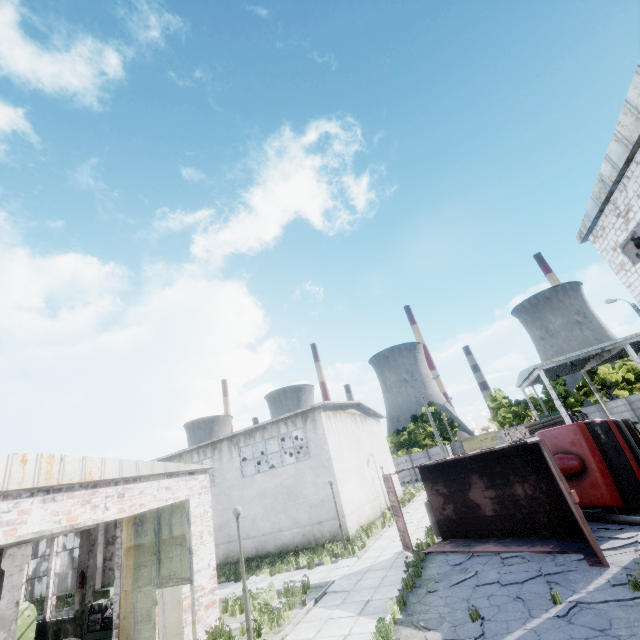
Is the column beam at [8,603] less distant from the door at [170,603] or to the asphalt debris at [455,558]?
→ the door at [170,603]

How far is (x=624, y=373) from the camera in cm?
5091

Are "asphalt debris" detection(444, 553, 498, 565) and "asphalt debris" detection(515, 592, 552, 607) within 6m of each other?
yes

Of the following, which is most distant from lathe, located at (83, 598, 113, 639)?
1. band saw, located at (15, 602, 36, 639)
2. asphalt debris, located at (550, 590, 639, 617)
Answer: asphalt debris, located at (550, 590, 639, 617)

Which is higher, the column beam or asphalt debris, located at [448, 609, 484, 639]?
the column beam

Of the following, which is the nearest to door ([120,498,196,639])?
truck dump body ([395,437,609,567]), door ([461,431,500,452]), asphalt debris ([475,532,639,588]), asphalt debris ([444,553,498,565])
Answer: asphalt debris ([475,532,639,588])

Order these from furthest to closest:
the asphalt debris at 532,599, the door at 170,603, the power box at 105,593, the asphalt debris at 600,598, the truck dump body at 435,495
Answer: the power box at 105,593 → the truck dump body at 435,495 → the door at 170,603 → the asphalt debris at 532,599 → the asphalt debris at 600,598

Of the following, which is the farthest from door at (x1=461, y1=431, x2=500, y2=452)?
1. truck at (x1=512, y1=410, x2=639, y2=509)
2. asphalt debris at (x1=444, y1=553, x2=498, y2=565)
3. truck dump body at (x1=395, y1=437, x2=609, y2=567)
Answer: asphalt debris at (x1=444, y1=553, x2=498, y2=565)
